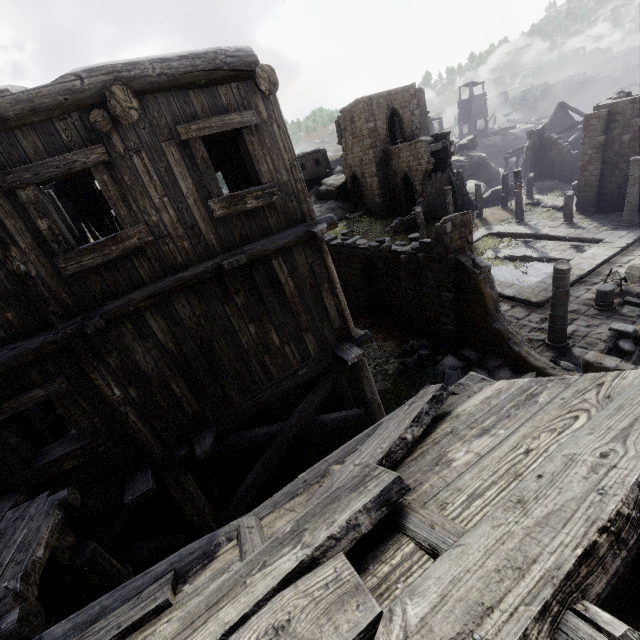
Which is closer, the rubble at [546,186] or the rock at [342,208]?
the rubble at [546,186]

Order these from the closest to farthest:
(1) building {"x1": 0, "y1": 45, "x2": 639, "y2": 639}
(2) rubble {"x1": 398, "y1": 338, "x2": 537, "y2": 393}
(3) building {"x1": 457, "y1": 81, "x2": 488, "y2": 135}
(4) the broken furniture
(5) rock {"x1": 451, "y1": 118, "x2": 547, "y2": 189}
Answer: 1. (1) building {"x1": 0, "y1": 45, "x2": 639, "y2": 639}
2. (2) rubble {"x1": 398, "y1": 338, "x2": 537, "y2": 393}
3. (4) the broken furniture
4. (5) rock {"x1": 451, "y1": 118, "x2": 547, "y2": 189}
5. (3) building {"x1": 457, "y1": 81, "x2": 488, "y2": 135}

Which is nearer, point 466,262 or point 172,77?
point 172,77

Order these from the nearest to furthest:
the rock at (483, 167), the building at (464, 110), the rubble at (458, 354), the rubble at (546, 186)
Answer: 1. the rubble at (458, 354)
2. the rubble at (546, 186)
3. the rock at (483, 167)
4. the building at (464, 110)

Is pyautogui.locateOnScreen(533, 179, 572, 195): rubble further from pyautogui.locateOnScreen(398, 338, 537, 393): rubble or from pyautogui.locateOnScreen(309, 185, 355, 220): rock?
pyautogui.locateOnScreen(398, 338, 537, 393): rubble

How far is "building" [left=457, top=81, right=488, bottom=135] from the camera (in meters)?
57.03

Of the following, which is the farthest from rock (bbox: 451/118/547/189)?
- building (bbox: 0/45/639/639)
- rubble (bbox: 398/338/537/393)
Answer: rubble (bbox: 398/338/537/393)

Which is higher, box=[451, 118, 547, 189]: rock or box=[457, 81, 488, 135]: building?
box=[457, 81, 488, 135]: building
